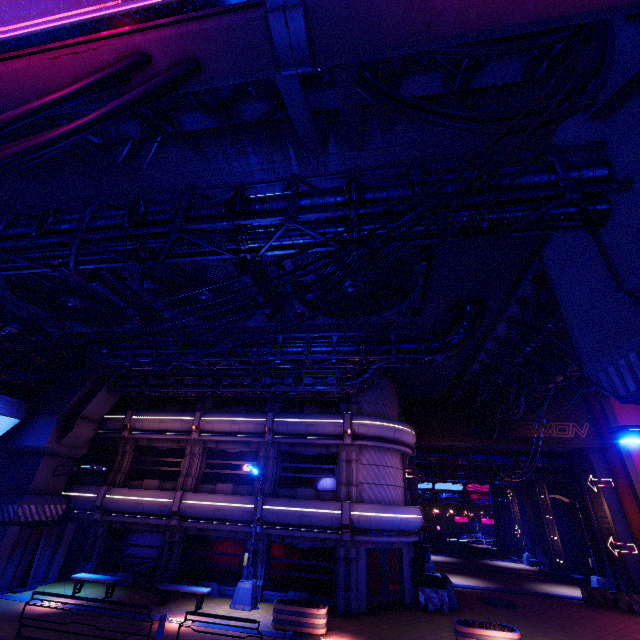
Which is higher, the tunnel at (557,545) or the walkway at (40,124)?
the walkway at (40,124)

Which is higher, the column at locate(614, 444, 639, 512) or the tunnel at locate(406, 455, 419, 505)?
the column at locate(614, 444, 639, 512)

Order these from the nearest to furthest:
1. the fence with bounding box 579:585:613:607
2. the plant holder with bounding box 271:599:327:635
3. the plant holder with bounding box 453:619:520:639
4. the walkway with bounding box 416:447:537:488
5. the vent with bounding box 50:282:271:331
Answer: the plant holder with bounding box 453:619:520:639
the plant holder with bounding box 271:599:327:635
the vent with bounding box 50:282:271:331
the fence with bounding box 579:585:613:607
the walkway with bounding box 416:447:537:488

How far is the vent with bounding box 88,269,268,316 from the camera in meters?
11.9

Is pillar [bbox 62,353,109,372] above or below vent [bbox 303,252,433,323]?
below

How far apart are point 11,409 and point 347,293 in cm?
2044

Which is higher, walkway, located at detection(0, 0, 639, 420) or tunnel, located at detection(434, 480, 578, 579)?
walkway, located at detection(0, 0, 639, 420)

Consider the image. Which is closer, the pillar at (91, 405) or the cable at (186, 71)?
the cable at (186, 71)
